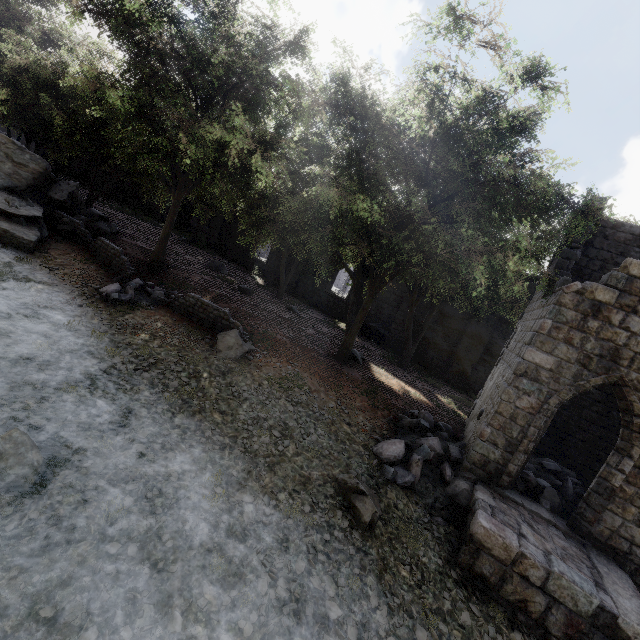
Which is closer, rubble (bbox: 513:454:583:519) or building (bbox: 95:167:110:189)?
rubble (bbox: 513:454:583:519)

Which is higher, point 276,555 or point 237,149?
point 237,149

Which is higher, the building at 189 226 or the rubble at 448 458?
the building at 189 226

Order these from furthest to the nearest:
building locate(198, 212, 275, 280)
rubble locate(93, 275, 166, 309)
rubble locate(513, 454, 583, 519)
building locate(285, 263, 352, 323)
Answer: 1. building locate(198, 212, 275, 280)
2. building locate(285, 263, 352, 323)
3. rubble locate(93, 275, 166, 309)
4. rubble locate(513, 454, 583, 519)

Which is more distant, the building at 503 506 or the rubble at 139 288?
the rubble at 139 288

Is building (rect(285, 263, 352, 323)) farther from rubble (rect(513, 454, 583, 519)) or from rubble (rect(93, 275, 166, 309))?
rubble (rect(93, 275, 166, 309))

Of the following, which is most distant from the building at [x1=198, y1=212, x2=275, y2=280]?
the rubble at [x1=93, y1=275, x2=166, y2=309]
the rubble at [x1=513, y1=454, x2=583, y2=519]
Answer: the rubble at [x1=93, y1=275, x2=166, y2=309]

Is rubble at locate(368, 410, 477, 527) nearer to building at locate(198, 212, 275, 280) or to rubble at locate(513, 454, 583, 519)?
building at locate(198, 212, 275, 280)
